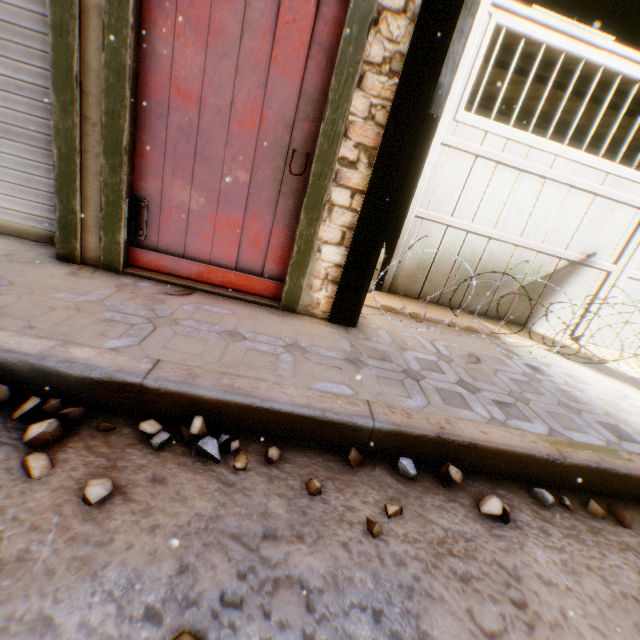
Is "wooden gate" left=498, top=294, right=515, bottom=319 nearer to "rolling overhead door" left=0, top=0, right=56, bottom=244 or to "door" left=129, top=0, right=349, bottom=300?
"door" left=129, top=0, right=349, bottom=300

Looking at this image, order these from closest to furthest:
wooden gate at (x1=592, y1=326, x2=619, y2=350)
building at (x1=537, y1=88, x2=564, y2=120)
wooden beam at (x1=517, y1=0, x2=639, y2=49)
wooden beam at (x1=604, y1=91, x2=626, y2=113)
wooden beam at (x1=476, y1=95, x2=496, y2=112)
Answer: wooden beam at (x1=517, y1=0, x2=639, y2=49) < wooden gate at (x1=592, y1=326, x2=619, y2=350) < wooden beam at (x1=604, y1=91, x2=626, y2=113) < building at (x1=537, y1=88, x2=564, y2=120) < wooden beam at (x1=476, y1=95, x2=496, y2=112)

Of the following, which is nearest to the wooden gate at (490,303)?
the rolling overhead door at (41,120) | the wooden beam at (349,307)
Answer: the wooden beam at (349,307)

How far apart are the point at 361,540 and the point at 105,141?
2.8m

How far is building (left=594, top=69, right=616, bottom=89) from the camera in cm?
455

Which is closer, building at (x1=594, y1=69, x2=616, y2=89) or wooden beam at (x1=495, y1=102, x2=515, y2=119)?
building at (x1=594, y1=69, x2=616, y2=89)

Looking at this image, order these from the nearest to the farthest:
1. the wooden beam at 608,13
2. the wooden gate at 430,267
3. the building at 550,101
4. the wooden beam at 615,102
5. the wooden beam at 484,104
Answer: the wooden beam at 608,13 < the wooden gate at 430,267 < the wooden beam at 615,102 < the building at 550,101 < the wooden beam at 484,104
